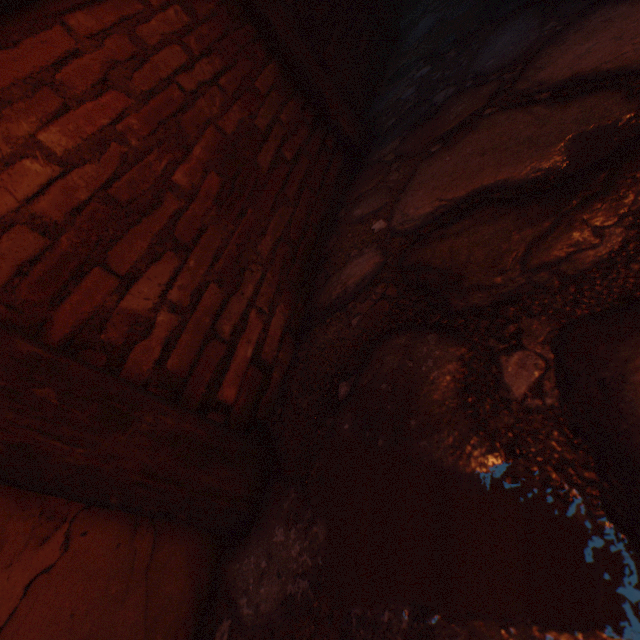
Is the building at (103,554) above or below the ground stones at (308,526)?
above

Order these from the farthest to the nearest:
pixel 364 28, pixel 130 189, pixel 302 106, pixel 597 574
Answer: pixel 364 28 → pixel 302 106 → pixel 130 189 → pixel 597 574

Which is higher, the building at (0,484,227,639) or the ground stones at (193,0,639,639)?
the building at (0,484,227,639)
